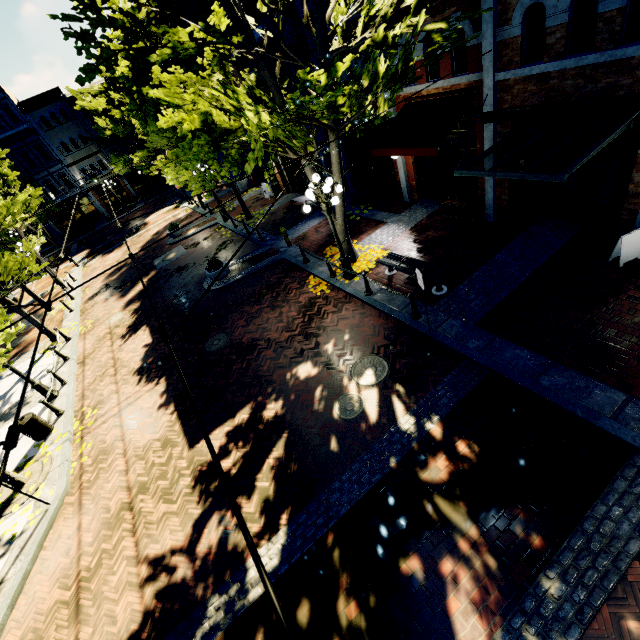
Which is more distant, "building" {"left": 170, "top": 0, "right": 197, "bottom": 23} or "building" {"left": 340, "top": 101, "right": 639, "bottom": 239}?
"building" {"left": 170, "top": 0, "right": 197, "bottom": 23}

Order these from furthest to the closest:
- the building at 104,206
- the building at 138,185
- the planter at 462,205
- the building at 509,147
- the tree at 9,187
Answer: the building at 138,185
the building at 104,206
the tree at 9,187
the planter at 462,205
the building at 509,147

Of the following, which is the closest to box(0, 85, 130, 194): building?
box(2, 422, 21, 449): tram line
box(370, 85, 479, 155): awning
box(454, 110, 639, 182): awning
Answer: box(370, 85, 479, 155): awning

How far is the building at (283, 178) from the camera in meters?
18.8 m

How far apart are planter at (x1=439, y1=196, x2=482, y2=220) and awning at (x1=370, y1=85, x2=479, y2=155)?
2.16m

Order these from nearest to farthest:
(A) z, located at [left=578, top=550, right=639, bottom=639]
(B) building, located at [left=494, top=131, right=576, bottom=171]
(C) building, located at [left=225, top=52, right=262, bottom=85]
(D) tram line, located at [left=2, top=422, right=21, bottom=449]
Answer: (D) tram line, located at [left=2, top=422, right=21, bottom=449] → (A) z, located at [left=578, top=550, right=639, bottom=639] → (B) building, located at [left=494, top=131, right=576, bottom=171] → (C) building, located at [left=225, top=52, right=262, bottom=85]

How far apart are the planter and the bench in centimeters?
317cm

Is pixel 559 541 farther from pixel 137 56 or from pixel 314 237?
pixel 314 237
